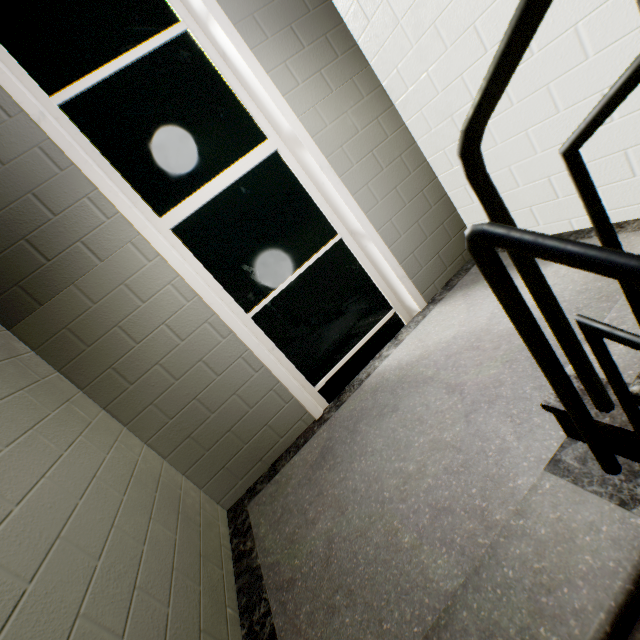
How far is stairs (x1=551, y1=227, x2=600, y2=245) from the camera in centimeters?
198cm

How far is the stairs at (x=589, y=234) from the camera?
1.98m

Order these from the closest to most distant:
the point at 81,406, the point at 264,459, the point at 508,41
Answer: the point at 508,41
the point at 81,406
the point at 264,459

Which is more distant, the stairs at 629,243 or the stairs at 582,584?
the stairs at 629,243

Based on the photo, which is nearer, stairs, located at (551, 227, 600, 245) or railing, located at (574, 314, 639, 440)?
railing, located at (574, 314, 639, 440)

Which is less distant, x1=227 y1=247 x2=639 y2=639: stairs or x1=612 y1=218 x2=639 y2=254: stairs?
x1=227 y1=247 x2=639 y2=639: stairs

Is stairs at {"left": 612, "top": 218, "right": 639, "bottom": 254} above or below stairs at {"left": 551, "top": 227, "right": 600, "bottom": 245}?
below
